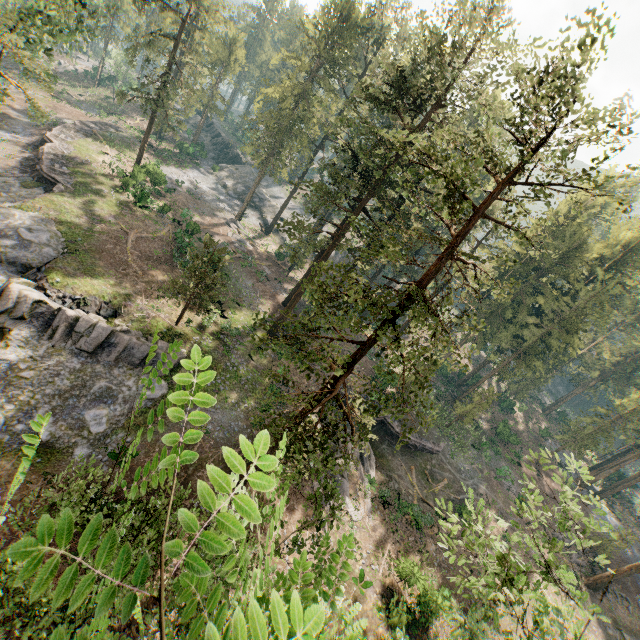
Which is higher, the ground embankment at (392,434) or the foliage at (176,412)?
the foliage at (176,412)

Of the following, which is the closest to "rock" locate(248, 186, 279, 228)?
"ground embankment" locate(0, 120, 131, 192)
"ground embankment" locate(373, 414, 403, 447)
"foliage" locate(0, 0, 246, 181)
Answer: "foliage" locate(0, 0, 246, 181)

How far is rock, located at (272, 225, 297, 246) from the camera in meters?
53.5

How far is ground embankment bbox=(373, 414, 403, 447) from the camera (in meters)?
34.31

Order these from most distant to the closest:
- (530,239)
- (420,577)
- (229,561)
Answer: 1. (420,577)
2. (530,239)
3. (229,561)

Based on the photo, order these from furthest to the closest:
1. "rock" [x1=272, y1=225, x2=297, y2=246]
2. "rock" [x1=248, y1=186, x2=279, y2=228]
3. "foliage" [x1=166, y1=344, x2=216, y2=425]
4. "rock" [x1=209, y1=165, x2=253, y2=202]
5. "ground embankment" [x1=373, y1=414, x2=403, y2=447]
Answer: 1. "rock" [x1=209, y1=165, x2=253, y2=202]
2. "rock" [x1=248, y1=186, x2=279, y2=228]
3. "rock" [x1=272, y1=225, x2=297, y2=246]
4. "ground embankment" [x1=373, y1=414, x2=403, y2=447]
5. "foliage" [x1=166, y1=344, x2=216, y2=425]

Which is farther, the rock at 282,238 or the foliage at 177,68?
the rock at 282,238

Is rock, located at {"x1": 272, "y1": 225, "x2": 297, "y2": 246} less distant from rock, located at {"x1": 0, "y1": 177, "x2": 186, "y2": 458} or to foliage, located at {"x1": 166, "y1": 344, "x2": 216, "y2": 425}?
foliage, located at {"x1": 166, "y1": 344, "x2": 216, "y2": 425}
